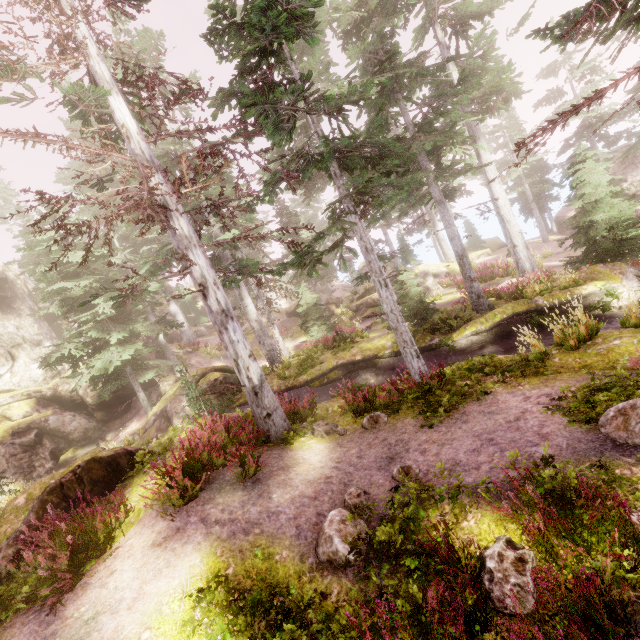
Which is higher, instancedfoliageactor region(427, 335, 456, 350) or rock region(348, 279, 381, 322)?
rock region(348, 279, 381, 322)

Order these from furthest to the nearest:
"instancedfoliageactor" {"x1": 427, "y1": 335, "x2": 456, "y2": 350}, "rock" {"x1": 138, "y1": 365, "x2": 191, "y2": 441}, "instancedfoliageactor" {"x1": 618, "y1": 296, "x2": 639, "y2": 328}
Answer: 1. "rock" {"x1": 138, "y1": 365, "x2": 191, "y2": 441}
2. "instancedfoliageactor" {"x1": 427, "y1": 335, "x2": 456, "y2": 350}
3. "instancedfoliageactor" {"x1": 618, "y1": 296, "x2": 639, "y2": 328}

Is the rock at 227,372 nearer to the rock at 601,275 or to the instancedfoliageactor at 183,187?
the instancedfoliageactor at 183,187

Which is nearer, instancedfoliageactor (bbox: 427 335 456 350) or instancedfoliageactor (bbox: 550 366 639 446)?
instancedfoliageactor (bbox: 550 366 639 446)

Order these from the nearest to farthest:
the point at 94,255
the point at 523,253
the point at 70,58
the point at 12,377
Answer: the point at 70,58
the point at 523,253
the point at 94,255
the point at 12,377

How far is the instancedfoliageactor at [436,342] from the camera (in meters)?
14.67

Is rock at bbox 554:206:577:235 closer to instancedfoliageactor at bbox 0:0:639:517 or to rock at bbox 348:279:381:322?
instancedfoliageactor at bbox 0:0:639:517

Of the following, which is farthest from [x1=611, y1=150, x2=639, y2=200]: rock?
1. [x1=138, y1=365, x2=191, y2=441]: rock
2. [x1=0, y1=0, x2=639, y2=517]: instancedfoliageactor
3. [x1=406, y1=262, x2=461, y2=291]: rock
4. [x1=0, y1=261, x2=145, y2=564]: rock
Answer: [x1=0, y1=261, x2=145, y2=564]: rock
